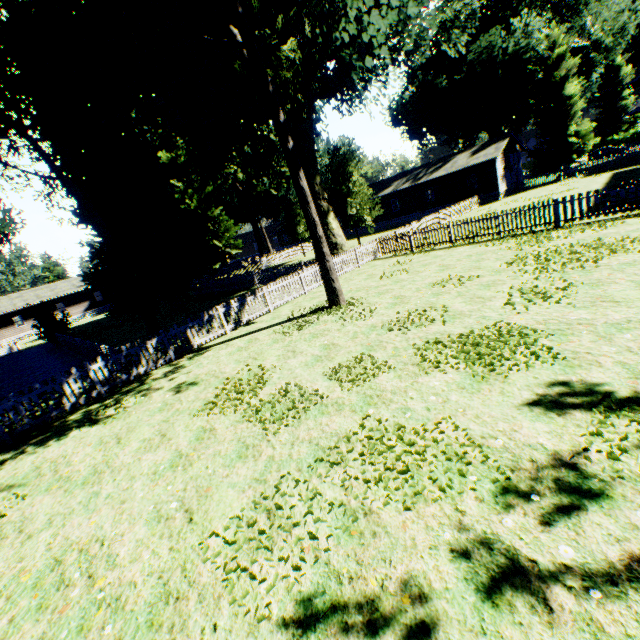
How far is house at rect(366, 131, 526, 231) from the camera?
35.0m

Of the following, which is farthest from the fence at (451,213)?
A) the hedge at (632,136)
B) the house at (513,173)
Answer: the hedge at (632,136)

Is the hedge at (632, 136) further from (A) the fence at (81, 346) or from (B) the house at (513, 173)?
(B) the house at (513, 173)

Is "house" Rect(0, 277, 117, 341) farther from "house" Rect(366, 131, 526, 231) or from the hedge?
the hedge

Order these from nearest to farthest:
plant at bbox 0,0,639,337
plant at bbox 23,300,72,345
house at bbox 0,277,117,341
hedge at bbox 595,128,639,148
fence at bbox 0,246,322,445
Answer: fence at bbox 0,246,322,445 → plant at bbox 0,0,639,337 → plant at bbox 23,300,72,345 → house at bbox 0,277,117,341 → hedge at bbox 595,128,639,148

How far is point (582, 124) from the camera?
35.8 meters

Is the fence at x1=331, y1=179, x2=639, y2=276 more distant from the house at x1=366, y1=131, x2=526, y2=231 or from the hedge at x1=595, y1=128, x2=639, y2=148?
the hedge at x1=595, y1=128, x2=639, y2=148

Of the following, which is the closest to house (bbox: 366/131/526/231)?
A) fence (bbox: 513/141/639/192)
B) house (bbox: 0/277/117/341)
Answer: fence (bbox: 513/141/639/192)
